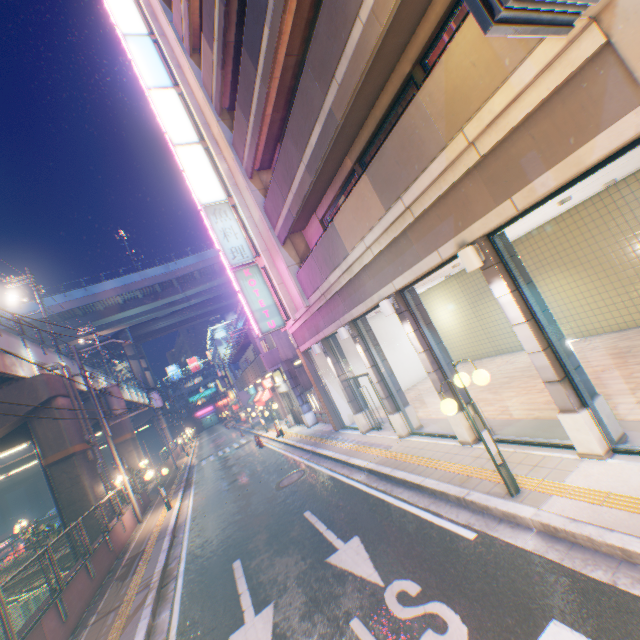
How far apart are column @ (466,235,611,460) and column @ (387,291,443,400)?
2.44m

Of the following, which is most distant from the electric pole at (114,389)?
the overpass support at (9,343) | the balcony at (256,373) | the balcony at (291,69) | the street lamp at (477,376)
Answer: the street lamp at (477,376)

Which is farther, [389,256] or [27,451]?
[27,451]

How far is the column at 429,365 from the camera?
8.19m

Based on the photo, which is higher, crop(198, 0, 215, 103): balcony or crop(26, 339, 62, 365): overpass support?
crop(198, 0, 215, 103): balcony

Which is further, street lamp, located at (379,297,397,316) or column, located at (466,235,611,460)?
street lamp, located at (379,297,397,316)

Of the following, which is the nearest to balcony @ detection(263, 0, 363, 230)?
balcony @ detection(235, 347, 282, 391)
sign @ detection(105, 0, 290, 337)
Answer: sign @ detection(105, 0, 290, 337)
